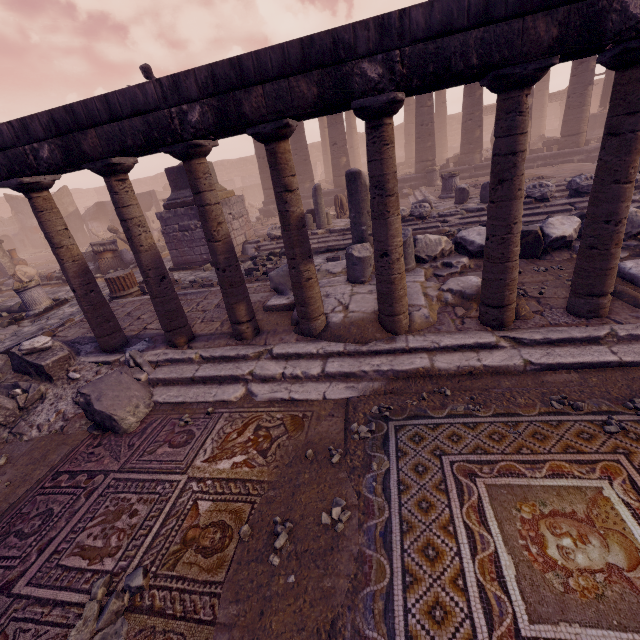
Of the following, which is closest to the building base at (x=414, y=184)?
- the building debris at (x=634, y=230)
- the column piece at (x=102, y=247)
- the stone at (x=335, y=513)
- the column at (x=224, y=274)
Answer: the column piece at (x=102, y=247)

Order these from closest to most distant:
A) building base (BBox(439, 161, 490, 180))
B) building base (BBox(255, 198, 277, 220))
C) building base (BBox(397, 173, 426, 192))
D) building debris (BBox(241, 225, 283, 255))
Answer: building debris (BBox(241, 225, 283, 255)) < building base (BBox(439, 161, 490, 180)) < building base (BBox(397, 173, 426, 192)) < building base (BBox(255, 198, 277, 220))

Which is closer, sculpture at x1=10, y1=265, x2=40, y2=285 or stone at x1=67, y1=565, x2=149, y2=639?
stone at x1=67, y1=565, x2=149, y2=639

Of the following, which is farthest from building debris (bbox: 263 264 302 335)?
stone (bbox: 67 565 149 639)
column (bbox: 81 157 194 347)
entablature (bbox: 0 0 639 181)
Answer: stone (bbox: 67 565 149 639)

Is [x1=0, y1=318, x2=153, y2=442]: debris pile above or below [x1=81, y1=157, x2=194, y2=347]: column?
below

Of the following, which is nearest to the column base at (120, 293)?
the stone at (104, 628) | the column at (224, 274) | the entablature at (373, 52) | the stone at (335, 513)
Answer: the entablature at (373, 52)

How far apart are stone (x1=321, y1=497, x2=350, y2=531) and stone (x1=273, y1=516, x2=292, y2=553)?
0.3 meters

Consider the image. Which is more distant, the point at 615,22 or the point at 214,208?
the point at 214,208
